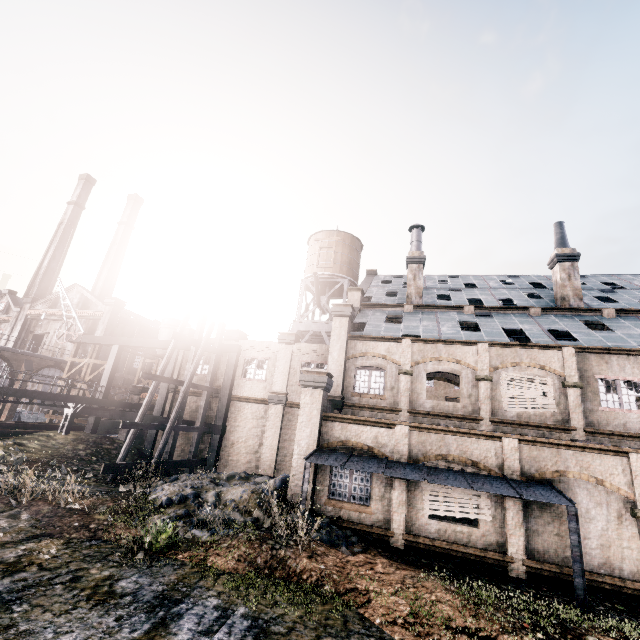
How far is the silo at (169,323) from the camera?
47.8m

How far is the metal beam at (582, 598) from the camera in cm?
995

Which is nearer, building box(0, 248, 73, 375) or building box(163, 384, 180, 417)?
building box(163, 384, 180, 417)

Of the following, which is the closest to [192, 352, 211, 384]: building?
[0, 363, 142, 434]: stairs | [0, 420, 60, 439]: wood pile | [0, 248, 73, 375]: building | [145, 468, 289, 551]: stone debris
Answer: [145, 468, 289, 551]: stone debris

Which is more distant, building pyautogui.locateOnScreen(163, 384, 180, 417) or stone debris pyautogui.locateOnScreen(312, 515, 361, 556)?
building pyautogui.locateOnScreen(163, 384, 180, 417)

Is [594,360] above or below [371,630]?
above

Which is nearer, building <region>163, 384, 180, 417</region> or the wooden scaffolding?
building <region>163, 384, 180, 417</region>

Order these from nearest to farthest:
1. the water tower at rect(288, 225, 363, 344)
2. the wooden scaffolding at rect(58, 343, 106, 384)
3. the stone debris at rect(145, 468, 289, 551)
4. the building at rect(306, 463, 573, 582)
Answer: the stone debris at rect(145, 468, 289, 551)
the building at rect(306, 463, 573, 582)
the wooden scaffolding at rect(58, 343, 106, 384)
the water tower at rect(288, 225, 363, 344)
